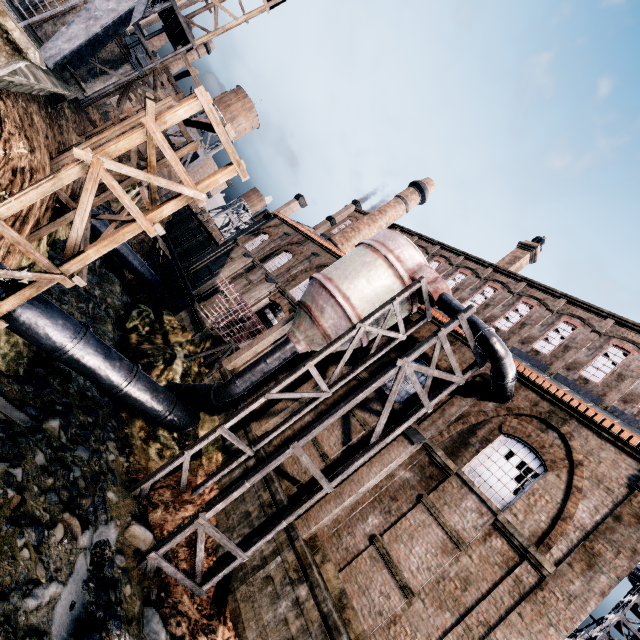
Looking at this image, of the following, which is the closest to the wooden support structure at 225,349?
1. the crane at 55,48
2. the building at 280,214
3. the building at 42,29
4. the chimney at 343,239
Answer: the building at 280,214

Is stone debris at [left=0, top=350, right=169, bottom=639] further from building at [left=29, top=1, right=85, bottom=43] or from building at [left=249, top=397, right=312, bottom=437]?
building at [left=29, top=1, right=85, bottom=43]

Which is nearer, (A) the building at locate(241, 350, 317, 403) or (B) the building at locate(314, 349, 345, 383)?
(B) the building at locate(314, 349, 345, 383)

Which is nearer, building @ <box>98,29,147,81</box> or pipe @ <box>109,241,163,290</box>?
building @ <box>98,29,147,81</box>

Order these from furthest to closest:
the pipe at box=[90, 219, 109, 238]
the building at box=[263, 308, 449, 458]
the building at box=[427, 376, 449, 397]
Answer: the pipe at box=[90, 219, 109, 238] < the building at box=[263, 308, 449, 458] < the building at box=[427, 376, 449, 397]

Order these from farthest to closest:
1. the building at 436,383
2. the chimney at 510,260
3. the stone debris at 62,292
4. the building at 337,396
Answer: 1. the chimney at 510,260
2. the stone debris at 62,292
3. the building at 337,396
4. the building at 436,383

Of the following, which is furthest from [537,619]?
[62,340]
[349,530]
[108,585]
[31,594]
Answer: [62,340]

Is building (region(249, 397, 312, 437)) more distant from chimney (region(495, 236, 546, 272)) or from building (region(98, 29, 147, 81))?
building (region(98, 29, 147, 81))
